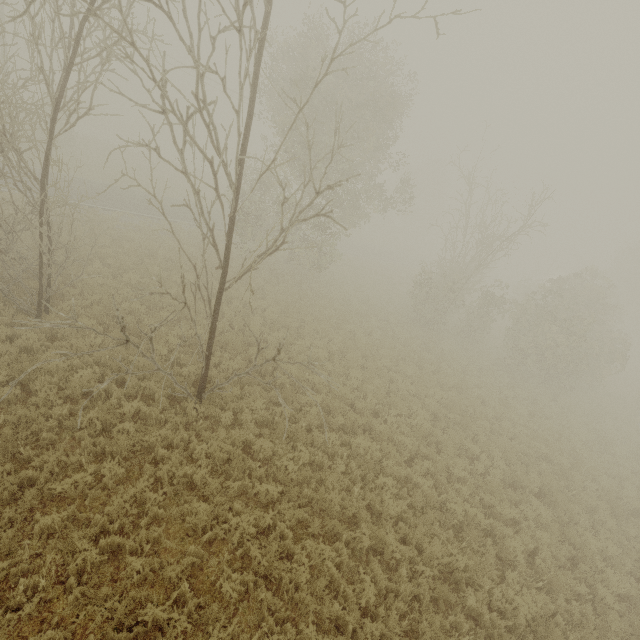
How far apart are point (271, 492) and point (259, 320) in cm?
788
